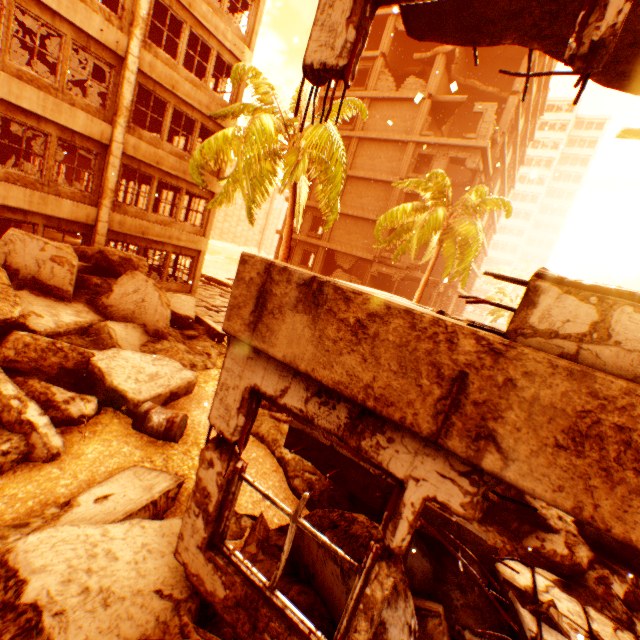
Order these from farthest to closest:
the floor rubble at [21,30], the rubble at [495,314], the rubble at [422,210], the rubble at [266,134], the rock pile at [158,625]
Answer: the rubble at [495,314], the rubble at [422,210], the floor rubble at [21,30], the rubble at [266,134], the rock pile at [158,625]

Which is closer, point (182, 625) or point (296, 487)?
point (182, 625)

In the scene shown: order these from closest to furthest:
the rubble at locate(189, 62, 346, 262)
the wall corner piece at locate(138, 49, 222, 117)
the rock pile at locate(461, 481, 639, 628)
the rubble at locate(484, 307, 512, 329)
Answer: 1. the rock pile at locate(461, 481, 639, 628)
2. the rubble at locate(189, 62, 346, 262)
3. the wall corner piece at locate(138, 49, 222, 117)
4. the rubble at locate(484, 307, 512, 329)

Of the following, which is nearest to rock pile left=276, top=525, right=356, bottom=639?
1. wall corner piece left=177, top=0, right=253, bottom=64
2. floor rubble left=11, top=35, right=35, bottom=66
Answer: floor rubble left=11, top=35, right=35, bottom=66

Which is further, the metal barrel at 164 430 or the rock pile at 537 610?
the metal barrel at 164 430

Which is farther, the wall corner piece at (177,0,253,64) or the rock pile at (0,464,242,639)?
the wall corner piece at (177,0,253,64)

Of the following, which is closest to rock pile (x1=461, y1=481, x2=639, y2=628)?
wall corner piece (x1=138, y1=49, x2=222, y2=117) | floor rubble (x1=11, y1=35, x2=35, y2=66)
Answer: wall corner piece (x1=138, y1=49, x2=222, y2=117)

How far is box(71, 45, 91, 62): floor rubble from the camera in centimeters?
1228cm
